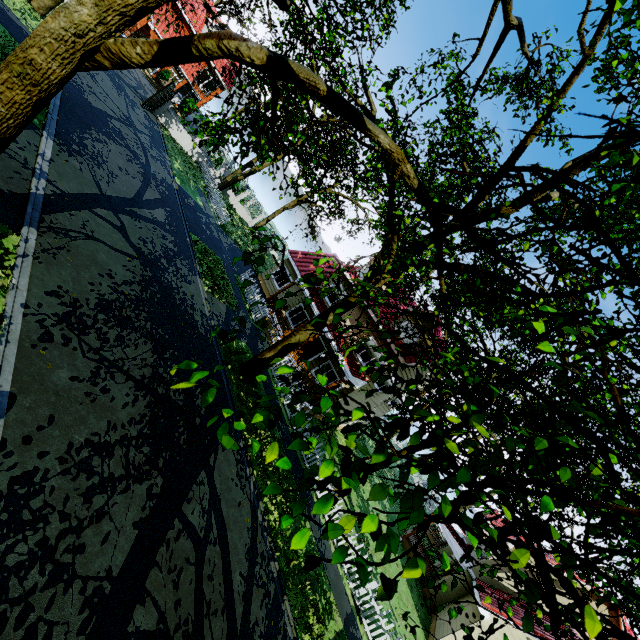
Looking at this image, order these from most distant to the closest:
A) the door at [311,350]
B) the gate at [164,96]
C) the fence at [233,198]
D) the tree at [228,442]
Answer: the fence at [233,198], the gate at [164,96], the door at [311,350], the tree at [228,442]

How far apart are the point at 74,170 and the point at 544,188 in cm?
1590

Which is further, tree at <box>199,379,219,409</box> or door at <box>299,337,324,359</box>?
door at <box>299,337,324,359</box>

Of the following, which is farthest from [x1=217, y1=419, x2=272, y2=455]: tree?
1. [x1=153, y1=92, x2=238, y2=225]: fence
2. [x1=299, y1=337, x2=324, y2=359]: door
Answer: [x1=299, y1=337, x2=324, y2=359]: door

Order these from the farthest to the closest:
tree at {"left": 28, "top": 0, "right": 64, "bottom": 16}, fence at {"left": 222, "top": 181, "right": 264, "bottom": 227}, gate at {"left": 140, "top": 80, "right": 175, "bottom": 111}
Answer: fence at {"left": 222, "top": 181, "right": 264, "bottom": 227}
gate at {"left": 140, "top": 80, "right": 175, "bottom": 111}
tree at {"left": 28, "top": 0, "right": 64, "bottom": 16}

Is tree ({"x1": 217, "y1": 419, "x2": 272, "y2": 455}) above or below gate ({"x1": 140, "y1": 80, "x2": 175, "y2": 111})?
above

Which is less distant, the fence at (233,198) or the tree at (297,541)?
the tree at (297,541)
